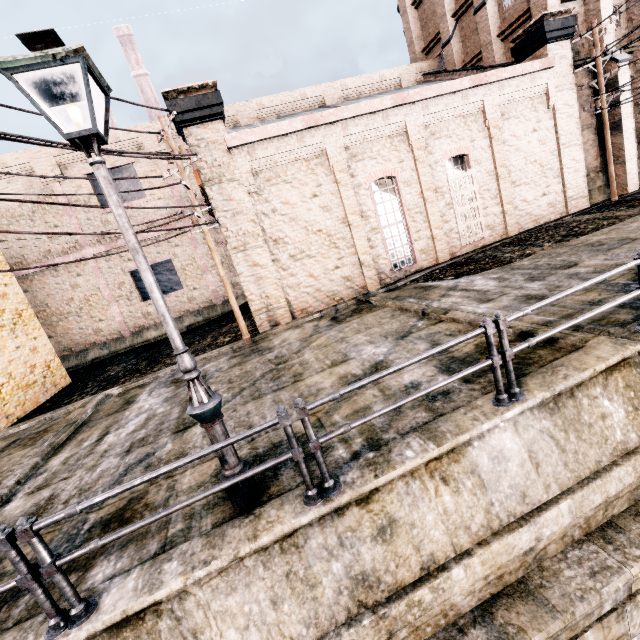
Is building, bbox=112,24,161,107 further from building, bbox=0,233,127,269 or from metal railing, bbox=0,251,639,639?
metal railing, bbox=0,251,639,639

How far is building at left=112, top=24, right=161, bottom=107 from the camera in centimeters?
5684cm

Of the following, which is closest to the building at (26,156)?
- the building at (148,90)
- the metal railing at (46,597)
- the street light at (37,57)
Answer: the street light at (37,57)

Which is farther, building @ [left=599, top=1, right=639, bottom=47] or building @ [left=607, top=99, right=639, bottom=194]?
building @ [left=607, top=99, right=639, bottom=194]

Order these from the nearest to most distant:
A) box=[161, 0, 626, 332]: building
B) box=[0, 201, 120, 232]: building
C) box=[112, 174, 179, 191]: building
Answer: box=[161, 0, 626, 332]: building, box=[0, 201, 120, 232]: building, box=[112, 174, 179, 191]: building

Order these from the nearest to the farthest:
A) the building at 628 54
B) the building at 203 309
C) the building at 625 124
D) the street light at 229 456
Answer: the street light at 229 456
the building at 628 54
the building at 625 124
the building at 203 309

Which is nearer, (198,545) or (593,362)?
(198,545)

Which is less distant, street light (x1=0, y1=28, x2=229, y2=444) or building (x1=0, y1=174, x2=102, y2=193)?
street light (x1=0, y1=28, x2=229, y2=444)
